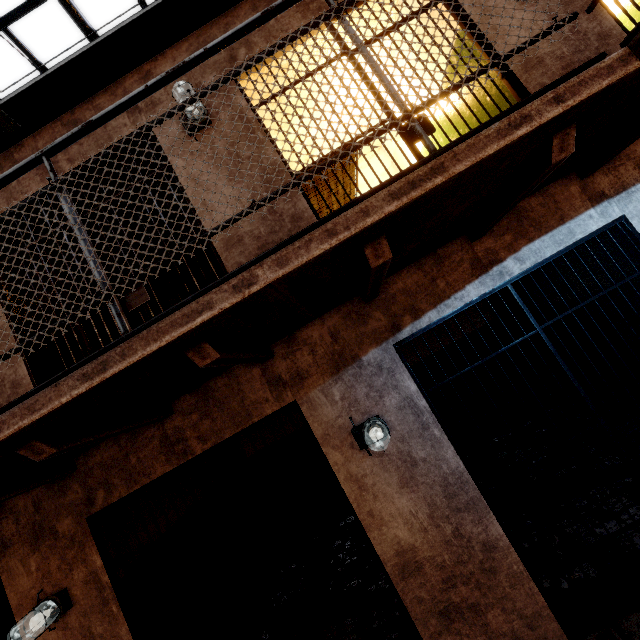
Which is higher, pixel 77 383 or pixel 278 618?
pixel 77 383

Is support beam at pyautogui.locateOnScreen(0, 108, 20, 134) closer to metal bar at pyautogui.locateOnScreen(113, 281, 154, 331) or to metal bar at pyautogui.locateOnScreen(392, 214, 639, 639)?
metal bar at pyautogui.locateOnScreen(113, 281, 154, 331)

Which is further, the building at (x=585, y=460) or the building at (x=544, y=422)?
the building at (x=544, y=422)

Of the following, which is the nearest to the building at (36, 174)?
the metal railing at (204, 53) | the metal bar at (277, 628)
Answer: the metal bar at (277, 628)

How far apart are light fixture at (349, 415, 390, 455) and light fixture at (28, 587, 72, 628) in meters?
2.7 m

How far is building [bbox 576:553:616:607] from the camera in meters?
2.4 m

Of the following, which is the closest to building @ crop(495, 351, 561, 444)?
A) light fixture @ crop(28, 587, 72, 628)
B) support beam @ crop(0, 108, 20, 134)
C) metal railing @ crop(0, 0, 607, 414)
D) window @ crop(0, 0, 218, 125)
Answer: light fixture @ crop(28, 587, 72, 628)

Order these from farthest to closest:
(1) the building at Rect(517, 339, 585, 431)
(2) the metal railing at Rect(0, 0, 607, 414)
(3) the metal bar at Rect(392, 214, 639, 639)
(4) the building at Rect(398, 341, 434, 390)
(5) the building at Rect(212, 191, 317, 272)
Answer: (4) the building at Rect(398, 341, 434, 390) → (1) the building at Rect(517, 339, 585, 431) → (5) the building at Rect(212, 191, 317, 272) → (3) the metal bar at Rect(392, 214, 639, 639) → (2) the metal railing at Rect(0, 0, 607, 414)
